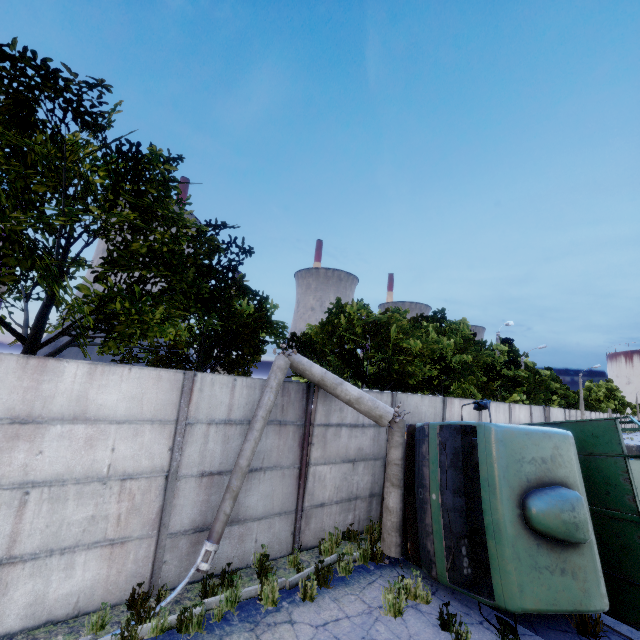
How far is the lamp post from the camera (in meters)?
5.68

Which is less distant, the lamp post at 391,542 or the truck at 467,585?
the truck at 467,585

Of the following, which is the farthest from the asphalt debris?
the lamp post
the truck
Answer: the lamp post

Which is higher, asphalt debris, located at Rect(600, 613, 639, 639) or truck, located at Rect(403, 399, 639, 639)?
truck, located at Rect(403, 399, 639, 639)

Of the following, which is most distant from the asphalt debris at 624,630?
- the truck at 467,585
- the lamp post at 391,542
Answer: the lamp post at 391,542

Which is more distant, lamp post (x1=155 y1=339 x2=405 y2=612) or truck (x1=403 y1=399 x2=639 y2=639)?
lamp post (x1=155 y1=339 x2=405 y2=612)

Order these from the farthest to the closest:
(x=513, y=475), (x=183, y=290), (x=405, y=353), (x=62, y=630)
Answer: (x=405, y=353) < (x=183, y=290) < (x=513, y=475) < (x=62, y=630)
